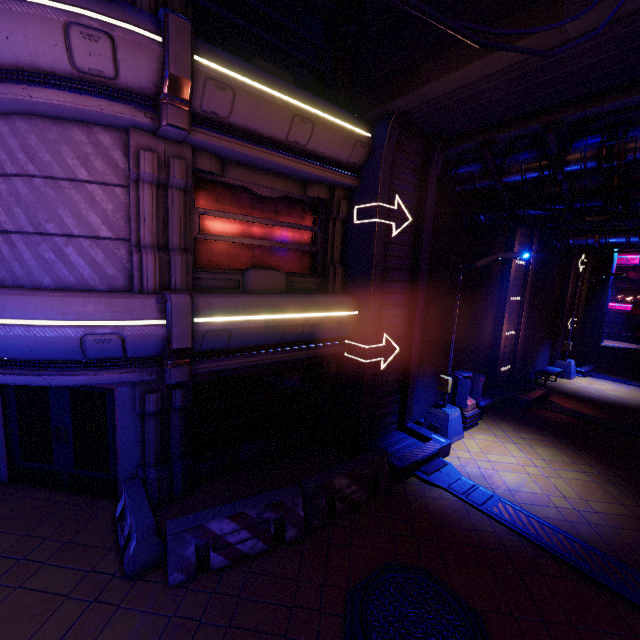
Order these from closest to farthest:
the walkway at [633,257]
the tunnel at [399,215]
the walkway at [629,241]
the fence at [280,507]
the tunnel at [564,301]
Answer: the fence at [280,507], the tunnel at [399,215], the walkway at [629,241], the tunnel at [564,301], the walkway at [633,257]

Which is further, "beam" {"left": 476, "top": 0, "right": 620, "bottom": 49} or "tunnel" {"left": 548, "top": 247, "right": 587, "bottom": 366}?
"tunnel" {"left": 548, "top": 247, "right": 587, "bottom": 366}

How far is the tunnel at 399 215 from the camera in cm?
845

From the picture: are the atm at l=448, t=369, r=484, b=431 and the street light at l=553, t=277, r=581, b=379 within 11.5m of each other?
yes

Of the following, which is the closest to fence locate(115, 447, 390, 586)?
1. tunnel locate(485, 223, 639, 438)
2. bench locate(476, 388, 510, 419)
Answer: bench locate(476, 388, 510, 419)

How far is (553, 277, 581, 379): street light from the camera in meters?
18.4

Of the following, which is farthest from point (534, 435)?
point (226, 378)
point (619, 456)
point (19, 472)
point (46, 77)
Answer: point (46, 77)

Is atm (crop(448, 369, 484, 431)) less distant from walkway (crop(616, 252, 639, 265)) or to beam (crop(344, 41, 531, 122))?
beam (crop(344, 41, 531, 122))
